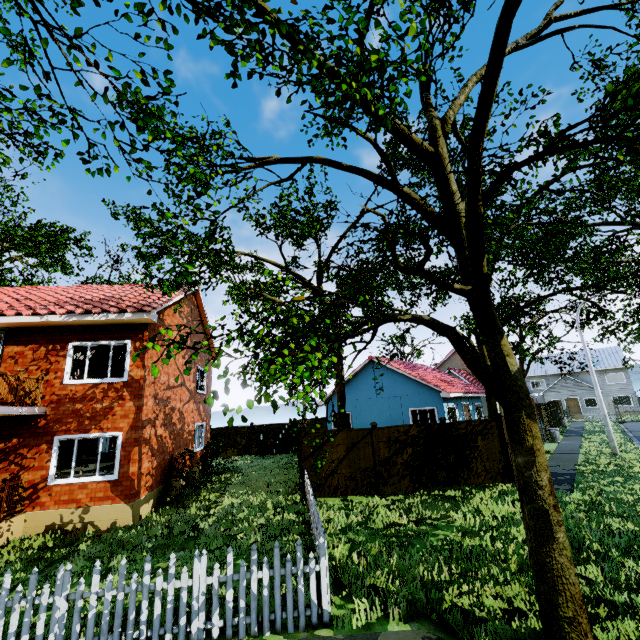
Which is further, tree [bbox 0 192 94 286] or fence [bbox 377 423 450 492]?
tree [bbox 0 192 94 286]

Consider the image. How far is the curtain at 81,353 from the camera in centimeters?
1077cm

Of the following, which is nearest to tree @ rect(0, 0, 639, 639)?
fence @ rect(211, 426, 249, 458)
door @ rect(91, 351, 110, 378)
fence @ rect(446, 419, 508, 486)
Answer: fence @ rect(446, 419, 508, 486)

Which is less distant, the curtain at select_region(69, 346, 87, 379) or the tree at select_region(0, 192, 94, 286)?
the curtain at select_region(69, 346, 87, 379)

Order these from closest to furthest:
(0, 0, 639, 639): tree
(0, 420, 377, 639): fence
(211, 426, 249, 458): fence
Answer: (0, 0, 639, 639): tree → (0, 420, 377, 639): fence → (211, 426, 249, 458): fence

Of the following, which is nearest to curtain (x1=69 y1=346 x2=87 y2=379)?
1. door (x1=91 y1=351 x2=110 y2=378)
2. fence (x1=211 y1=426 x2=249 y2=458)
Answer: door (x1=91 y1=351 x2=110 y2=378)

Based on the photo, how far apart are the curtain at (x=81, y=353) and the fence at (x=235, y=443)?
14.7m

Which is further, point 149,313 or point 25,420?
point 149,313
